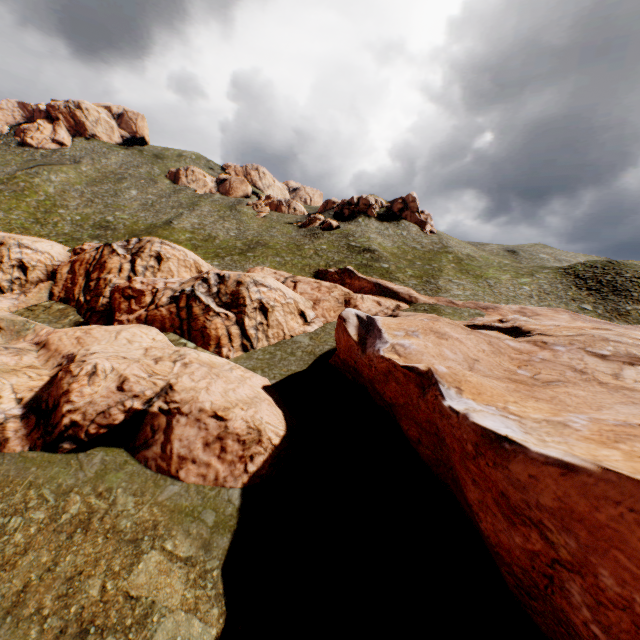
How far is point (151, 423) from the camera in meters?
18.0 m
